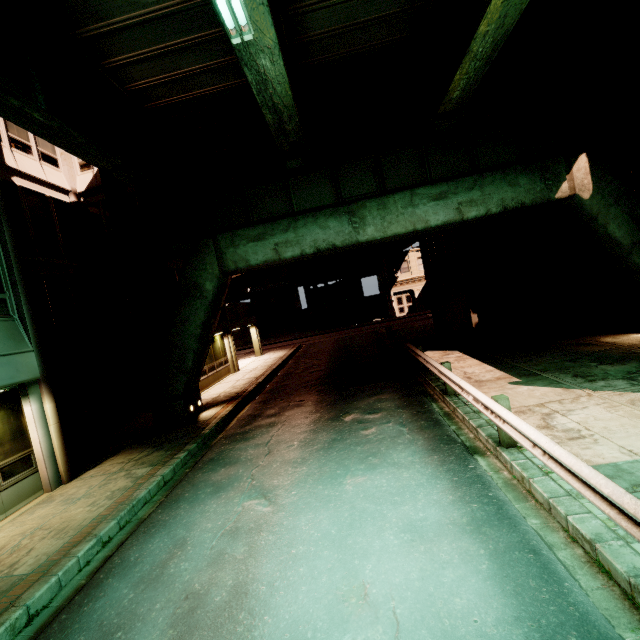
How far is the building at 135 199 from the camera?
15.64m

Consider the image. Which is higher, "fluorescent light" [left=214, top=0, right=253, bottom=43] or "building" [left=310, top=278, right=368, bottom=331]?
"fluorescent light" [left=214, top=0, right=253, bottom=43]

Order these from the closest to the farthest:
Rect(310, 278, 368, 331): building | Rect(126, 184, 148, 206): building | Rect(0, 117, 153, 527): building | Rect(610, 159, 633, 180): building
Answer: Rect(0, 117, 153, 527): building
Rect(610, 159, 633, 180): building
Rect(126, 184, 148, 206): building
Rect(310, 278, 368, 331): building

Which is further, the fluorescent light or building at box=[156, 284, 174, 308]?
building at box=[156, 284, 174, 308]

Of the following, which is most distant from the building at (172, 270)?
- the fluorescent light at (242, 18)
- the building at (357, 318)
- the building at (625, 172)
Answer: the building at (357, 318)

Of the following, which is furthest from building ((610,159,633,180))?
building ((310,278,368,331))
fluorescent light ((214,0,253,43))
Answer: building ((310,278,368,331))

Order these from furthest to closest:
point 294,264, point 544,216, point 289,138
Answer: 1. point 294,264
2. point 544,216
3. point 289,138

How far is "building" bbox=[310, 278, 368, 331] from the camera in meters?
43.0 m
